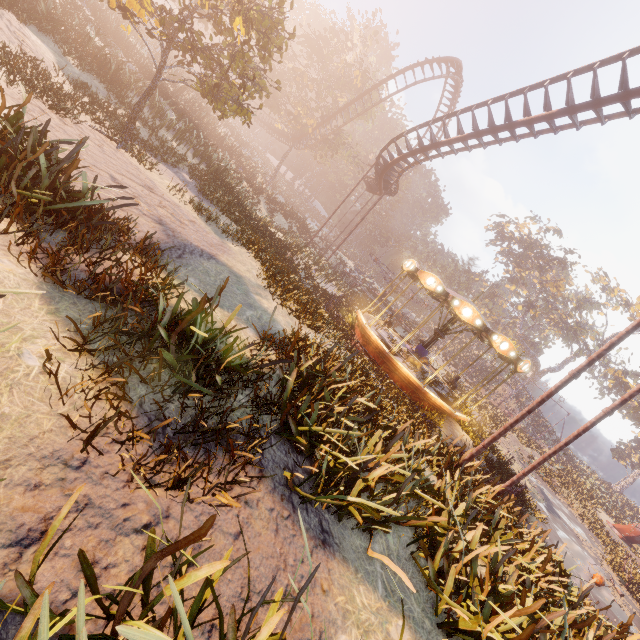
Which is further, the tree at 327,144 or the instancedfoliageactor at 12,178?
the tree at 327,144

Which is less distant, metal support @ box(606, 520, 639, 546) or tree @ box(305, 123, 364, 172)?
metal support @ box(606, 520, 639, 546)

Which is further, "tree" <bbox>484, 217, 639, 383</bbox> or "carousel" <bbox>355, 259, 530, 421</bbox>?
"tree" <bbox>484, 217, 639, 383</bbox>

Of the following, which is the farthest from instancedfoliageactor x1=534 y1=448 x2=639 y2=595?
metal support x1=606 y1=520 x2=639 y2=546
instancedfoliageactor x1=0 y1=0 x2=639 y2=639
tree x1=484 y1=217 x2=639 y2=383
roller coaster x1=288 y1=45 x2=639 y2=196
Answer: roller coaster x1=288 y1=45 x2=639 y2=196

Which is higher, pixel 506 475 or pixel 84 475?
pixel 84 475

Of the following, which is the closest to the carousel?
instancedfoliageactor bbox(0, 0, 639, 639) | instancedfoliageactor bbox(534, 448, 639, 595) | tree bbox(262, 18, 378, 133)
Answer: → instancedfoliageactor bbox(0, 0, 639, 639)

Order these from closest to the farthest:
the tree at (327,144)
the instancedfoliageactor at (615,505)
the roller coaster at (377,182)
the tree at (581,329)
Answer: the roller coaster at (377,182), the instancedfoliageactor at (615,505), the tree at (327,144), the tree at (581,329)

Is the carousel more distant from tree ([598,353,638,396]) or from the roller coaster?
tree ([598,353,638,396])
